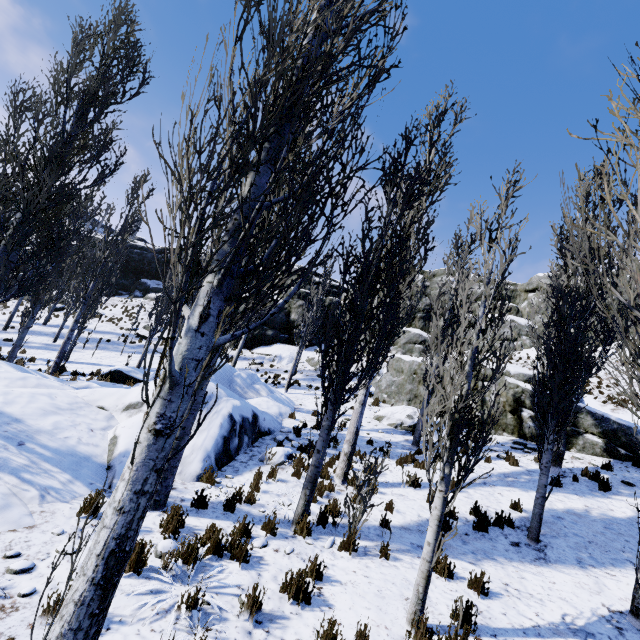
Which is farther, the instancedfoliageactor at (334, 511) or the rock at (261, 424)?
the rock at (261, 424)

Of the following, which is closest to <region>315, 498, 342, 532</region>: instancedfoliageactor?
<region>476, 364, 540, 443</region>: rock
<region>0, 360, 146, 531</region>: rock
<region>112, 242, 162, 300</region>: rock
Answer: <region>0, 360, 146, 531</region>: rock

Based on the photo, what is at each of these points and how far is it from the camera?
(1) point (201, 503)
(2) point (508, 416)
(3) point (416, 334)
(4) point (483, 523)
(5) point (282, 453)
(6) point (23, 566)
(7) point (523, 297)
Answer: (1) instancedfoliageactor, 6.04m
(2) rock, 14.73m
(3) rock, 30.66m
(4) instancedfoliageactor, 7.09m
(5) rock, 9.27m
(6) instancedfoliageactor, 3.80m
(7) rock, 31.28m

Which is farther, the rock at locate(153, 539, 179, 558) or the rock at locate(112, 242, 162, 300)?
the rock at locate(112, 242, 162, 300)

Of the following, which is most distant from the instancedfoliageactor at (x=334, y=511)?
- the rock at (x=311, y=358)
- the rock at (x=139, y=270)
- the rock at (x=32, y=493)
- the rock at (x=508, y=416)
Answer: the rock at (x=311, y=358)

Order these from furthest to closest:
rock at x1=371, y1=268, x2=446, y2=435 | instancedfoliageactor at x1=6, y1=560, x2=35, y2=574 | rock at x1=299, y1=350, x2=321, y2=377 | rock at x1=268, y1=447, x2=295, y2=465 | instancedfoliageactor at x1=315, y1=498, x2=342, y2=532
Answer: rock at x1=299, y1=350, x2=321, y2=377 < rock at x1=371, y1=268, x2=446, y2=435 < rock at x1=268, y1=447, x2=295, y2=465 < instancedfoliageactor at x1=315, y1=498, x2=342, y2=532 < instancedfoliageactor at x1=6, y1=560, x2=35, y2=574

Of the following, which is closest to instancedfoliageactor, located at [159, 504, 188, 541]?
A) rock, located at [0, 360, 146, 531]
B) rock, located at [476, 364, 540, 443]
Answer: rock, located at [0, 360, 146, 531]

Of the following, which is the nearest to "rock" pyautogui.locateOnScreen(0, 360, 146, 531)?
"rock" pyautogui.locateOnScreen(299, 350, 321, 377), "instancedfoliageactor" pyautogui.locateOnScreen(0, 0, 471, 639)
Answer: "instancedfoliageactor" pyautogui.locateOnScreen(0, 0, 471, 639)
